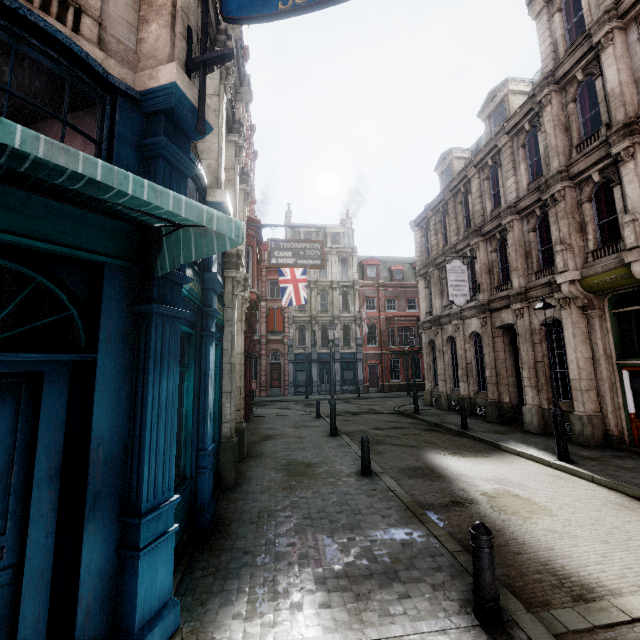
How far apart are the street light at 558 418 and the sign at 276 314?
26.14m

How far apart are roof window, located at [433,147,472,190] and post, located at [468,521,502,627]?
21.25m

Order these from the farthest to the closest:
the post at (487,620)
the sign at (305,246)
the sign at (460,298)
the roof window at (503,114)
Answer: the sign at (460,298), the roof window at (503,114), the sign at (305,246), the post at (487,620)

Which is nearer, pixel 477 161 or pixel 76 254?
pixel 76 254

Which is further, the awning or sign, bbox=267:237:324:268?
sign, bbox=267:237:324:268

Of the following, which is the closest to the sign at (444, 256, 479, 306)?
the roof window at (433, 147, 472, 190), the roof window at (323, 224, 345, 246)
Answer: the roof window at (433, 147, 472, 190)

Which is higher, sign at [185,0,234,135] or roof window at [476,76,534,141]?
roof window at [476,76,534,141]
